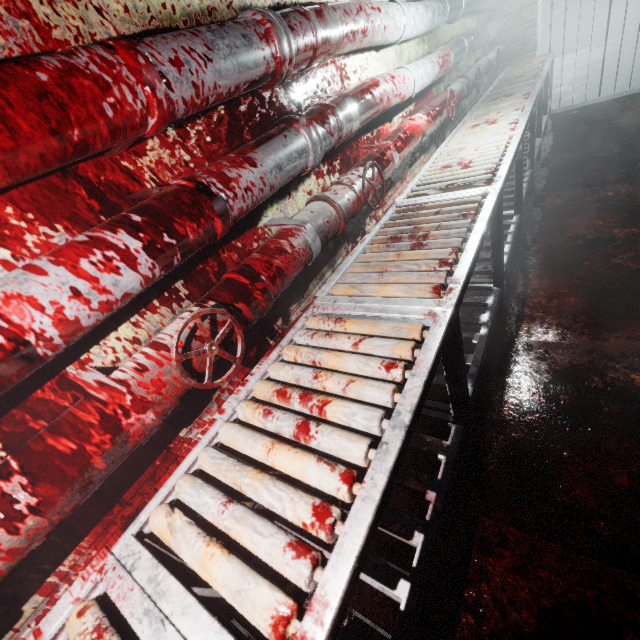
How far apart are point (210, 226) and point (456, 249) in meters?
0.9

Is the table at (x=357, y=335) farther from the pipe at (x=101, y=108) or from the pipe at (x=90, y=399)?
the pipe at (x=101, y=108)

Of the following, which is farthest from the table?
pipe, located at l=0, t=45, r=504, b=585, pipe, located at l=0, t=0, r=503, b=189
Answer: pipe, located at l=0, t=0, r=503, b=189

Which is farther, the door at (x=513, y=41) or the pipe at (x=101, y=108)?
the door at (x=513, y=41)

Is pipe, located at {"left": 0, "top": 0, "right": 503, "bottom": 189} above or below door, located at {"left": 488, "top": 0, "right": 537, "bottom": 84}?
above

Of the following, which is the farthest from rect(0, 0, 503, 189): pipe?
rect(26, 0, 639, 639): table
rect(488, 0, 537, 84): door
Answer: rect(26, 0, 639, 639): table

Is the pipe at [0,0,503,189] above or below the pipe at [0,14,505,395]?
above

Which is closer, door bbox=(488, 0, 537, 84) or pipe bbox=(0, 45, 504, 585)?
pipe bbox=(0, 45, 504, 585)
